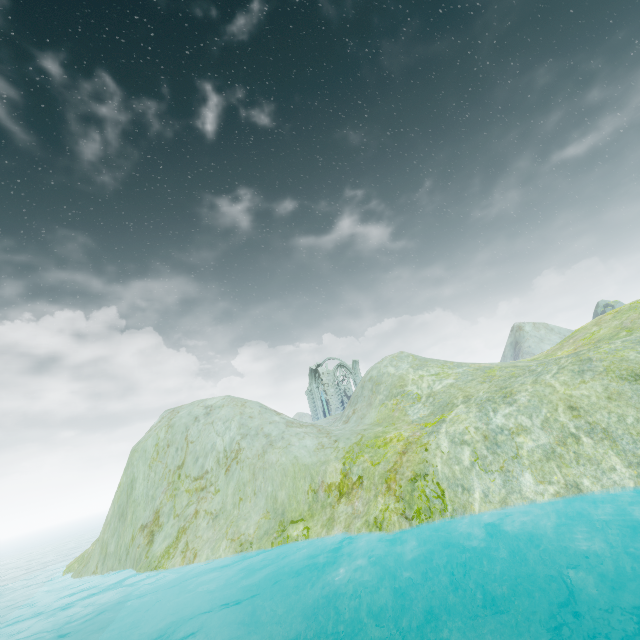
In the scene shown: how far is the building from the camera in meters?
46.2 m

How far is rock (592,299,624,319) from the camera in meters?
55.3 m

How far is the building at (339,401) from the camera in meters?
46.2 m

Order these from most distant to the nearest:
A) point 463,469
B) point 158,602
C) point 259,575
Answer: point 158,602 → point 259,575 → point 463,469

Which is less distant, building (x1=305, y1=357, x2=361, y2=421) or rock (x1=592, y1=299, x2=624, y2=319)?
building (x1=305, y1=357, x2=361, y2=421)

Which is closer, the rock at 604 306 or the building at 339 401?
the building at 339 401
